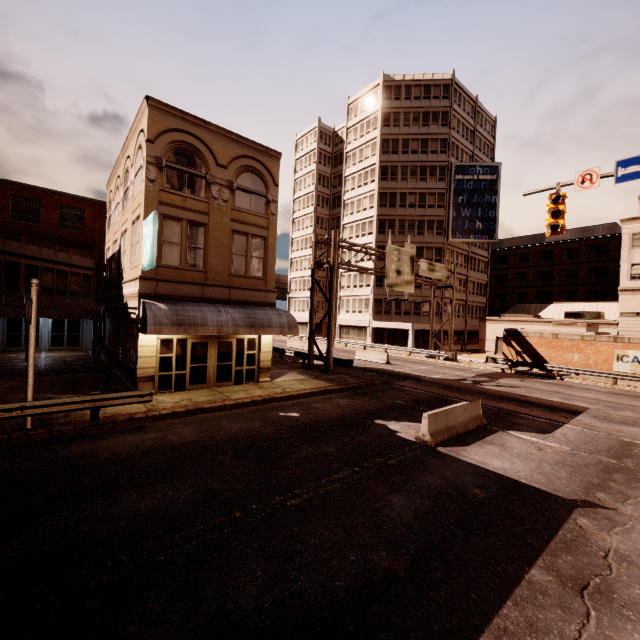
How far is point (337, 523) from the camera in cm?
640

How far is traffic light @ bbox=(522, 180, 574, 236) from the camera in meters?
12.2

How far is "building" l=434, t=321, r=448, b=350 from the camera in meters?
44.4

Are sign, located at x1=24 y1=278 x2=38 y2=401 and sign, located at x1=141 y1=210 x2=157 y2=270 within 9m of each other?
yes

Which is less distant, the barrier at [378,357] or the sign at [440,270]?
the sign at [440,270]

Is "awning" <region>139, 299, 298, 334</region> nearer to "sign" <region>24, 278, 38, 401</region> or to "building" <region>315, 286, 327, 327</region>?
"sign" <region>24, 278, 38, 401</region>

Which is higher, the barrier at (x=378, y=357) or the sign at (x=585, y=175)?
the sign at (x=585, y=175)

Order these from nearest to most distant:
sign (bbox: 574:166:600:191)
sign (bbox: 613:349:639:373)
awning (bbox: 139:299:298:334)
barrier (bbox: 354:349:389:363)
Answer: sign (bbox: 574:166:600:191), awning (bbox: 139:299:298:334), sign (bbox: 613:349:639:373), barrier (bbox: 354:349:389:363)
